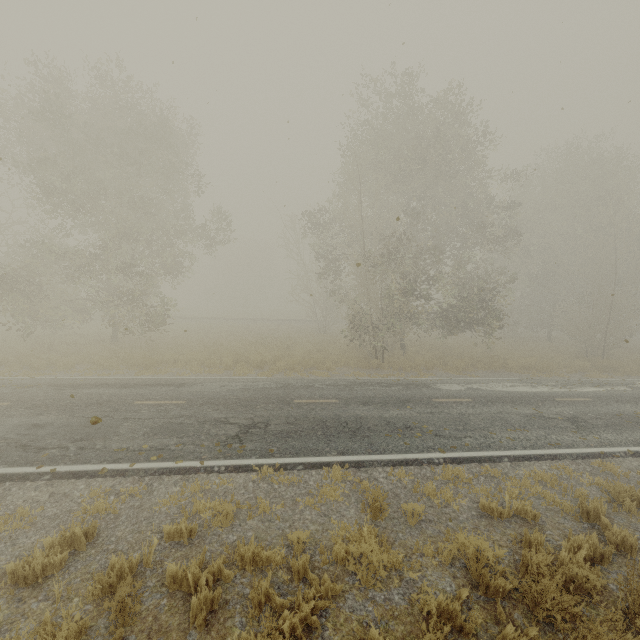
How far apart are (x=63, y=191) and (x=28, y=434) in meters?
12.3 m

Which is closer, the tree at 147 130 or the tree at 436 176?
the tree at 147 130

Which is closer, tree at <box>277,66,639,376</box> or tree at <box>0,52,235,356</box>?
tree at <box>0,52,235,356</box>
